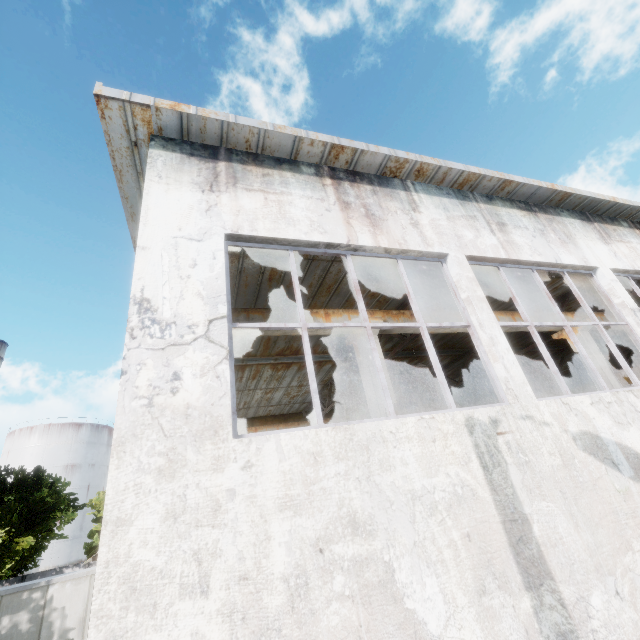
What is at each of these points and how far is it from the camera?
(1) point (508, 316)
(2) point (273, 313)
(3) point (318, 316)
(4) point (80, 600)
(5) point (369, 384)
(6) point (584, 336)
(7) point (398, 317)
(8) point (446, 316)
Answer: (1) beam, 9.78m
(2) beam, 7.29m
(3) beam, 7.62m
(4) fuse box, 15.28m
(5) column, 7.29m
(6) column, 10.45m
(7) beam, 8.38m
(8) beam, 8.95m

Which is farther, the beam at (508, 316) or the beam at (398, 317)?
the beam at (508, 316)

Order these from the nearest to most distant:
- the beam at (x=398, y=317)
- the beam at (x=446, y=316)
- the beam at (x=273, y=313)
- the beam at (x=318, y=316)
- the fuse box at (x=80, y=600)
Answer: the beam at (x=273, y=313)
the beam at (x=318, y=316)
the beam at (x=398, y=317)
the beam at (x=446, y=316)
the fuse box at (x=80, y=600)

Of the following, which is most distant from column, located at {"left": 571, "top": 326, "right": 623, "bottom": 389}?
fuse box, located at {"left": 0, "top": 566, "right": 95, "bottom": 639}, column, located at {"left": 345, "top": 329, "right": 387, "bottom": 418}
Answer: fuse box, located at {"left": 0, "top": 566, "right": 95, "bottom": 639}

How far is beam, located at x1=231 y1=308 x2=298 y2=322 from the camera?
7.0 meters

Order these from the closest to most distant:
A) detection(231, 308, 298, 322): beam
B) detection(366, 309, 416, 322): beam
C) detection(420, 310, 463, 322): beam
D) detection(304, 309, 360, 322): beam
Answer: detection(231, 308, 298, 322): beam < detection(304, 309, 360, 322): beam < detection(366, 309, 416, 322): beam < detection(420, 310, 463, 322): beam

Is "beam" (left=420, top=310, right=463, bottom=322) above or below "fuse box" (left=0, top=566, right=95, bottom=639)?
above

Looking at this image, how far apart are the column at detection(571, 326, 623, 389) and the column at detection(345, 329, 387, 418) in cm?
747
